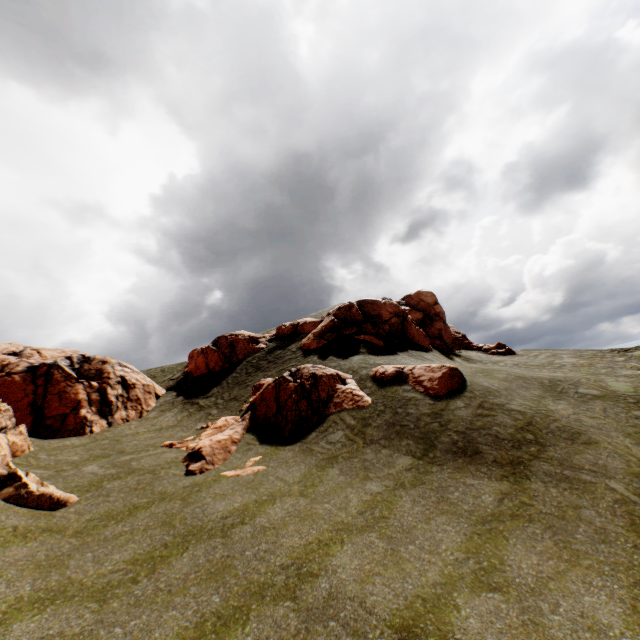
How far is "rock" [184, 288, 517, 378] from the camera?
27.06m

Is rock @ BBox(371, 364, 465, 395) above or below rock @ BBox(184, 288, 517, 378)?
below

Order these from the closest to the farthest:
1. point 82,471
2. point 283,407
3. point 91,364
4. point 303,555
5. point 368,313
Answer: point 303,555
point 82,471
point 283,407
point 91,364
point 368,313

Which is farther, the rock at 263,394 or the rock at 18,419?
the rock at 263,394

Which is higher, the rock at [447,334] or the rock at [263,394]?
the rock at [447,334]

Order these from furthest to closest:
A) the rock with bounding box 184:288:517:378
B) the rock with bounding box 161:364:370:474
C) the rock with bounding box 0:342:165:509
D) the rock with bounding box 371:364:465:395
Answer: the rock with bounding box 184:288:517:378, the rock with bounding box 371:364:465:395, the rock with bounding box 161:364:370:474, the rock with bounding box 0:342:165:509
